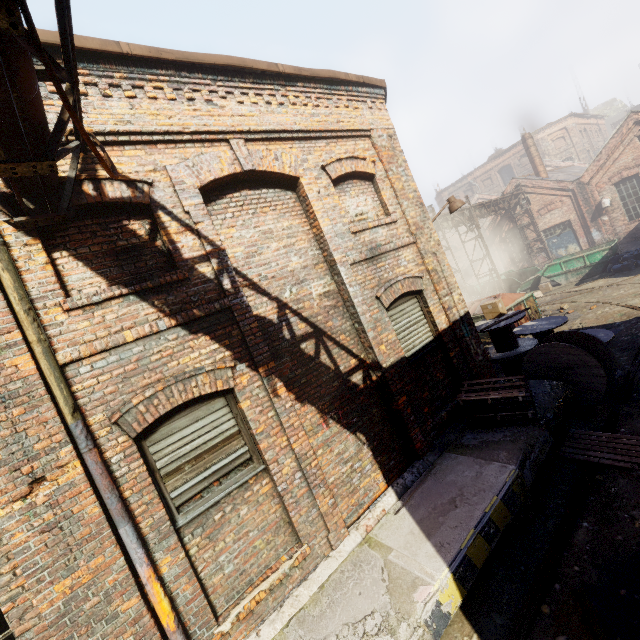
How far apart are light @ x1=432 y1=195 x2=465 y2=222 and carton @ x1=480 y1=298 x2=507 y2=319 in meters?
2.6

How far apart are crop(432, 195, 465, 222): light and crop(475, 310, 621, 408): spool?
2.6m

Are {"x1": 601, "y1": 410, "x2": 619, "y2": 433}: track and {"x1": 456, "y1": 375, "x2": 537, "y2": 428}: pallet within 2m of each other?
yes

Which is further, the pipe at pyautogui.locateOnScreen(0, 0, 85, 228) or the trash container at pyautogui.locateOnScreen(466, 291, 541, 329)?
the trash container at pyautogui.locateOnScreen(466, 291, 541, 329)

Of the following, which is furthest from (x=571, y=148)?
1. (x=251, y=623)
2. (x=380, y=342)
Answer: (x=251, y=623)

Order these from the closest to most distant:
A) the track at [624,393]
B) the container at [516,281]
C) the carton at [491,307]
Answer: the track at [624,393], the carton at [491,307], the container at [516,281]

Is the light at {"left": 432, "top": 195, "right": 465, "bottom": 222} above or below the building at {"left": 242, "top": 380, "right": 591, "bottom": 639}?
above

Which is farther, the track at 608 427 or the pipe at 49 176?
the track at 608 427
